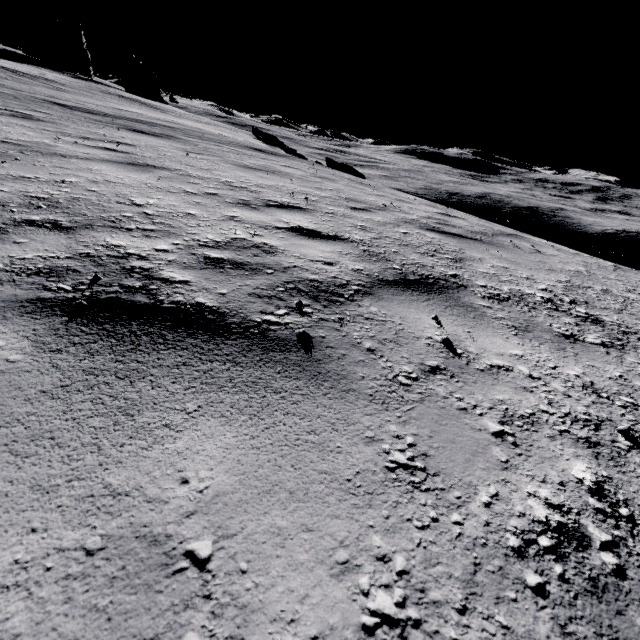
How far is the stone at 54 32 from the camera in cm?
4288

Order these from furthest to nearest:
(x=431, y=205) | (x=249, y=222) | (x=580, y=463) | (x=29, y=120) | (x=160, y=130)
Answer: (x=160, y=130)
(x=431, y=205)
(x=29, y=120)
(x=249, y=222)
(x=580, y=463)

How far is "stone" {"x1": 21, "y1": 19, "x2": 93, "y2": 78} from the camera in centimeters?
4288cm

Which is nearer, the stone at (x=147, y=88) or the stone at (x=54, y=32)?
the stone at (x=54, y=32)

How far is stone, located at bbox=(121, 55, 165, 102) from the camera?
54.0m

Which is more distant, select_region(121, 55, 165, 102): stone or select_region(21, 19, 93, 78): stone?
select_region(121, 55, 165, 102): stone
